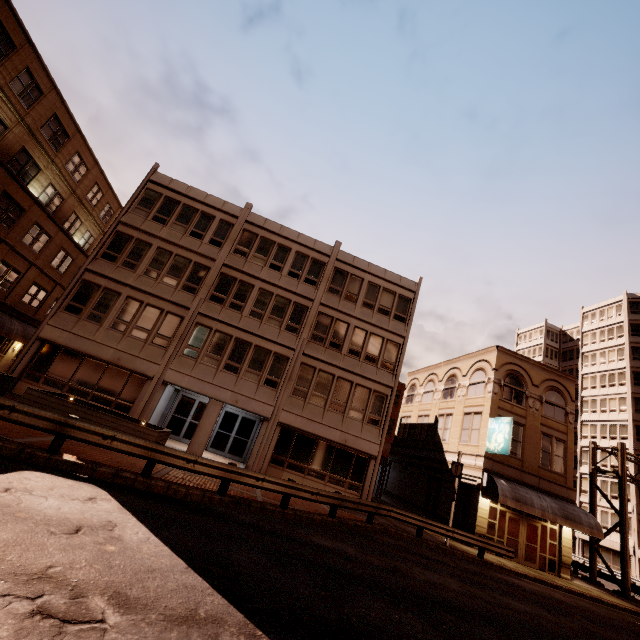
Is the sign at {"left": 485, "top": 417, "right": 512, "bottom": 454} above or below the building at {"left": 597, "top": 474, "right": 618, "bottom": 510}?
below

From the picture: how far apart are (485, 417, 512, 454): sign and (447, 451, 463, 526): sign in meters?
3.5

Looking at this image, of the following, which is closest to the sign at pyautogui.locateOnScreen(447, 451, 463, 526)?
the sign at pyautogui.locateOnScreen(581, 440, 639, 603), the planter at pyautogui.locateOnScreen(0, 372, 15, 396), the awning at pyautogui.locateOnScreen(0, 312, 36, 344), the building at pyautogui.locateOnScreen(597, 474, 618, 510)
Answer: the sign at pyautogui.locateOnScreen(581, 440, 639, 603)

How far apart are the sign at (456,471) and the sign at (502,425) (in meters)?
3.54

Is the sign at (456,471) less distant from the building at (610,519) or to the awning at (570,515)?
the awning at (570,515)

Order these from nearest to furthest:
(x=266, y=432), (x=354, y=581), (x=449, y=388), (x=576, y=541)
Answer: (x=354, y=581) < (x=266, y=432) < (x=449, y=388) < (x=576, y=541)

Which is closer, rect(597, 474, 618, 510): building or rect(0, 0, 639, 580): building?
rect(0, 0, 639, 580): building

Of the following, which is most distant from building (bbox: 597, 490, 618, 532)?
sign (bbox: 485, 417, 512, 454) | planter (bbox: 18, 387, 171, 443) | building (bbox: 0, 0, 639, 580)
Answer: planter (bbox: 18, 387, 171, 443)
